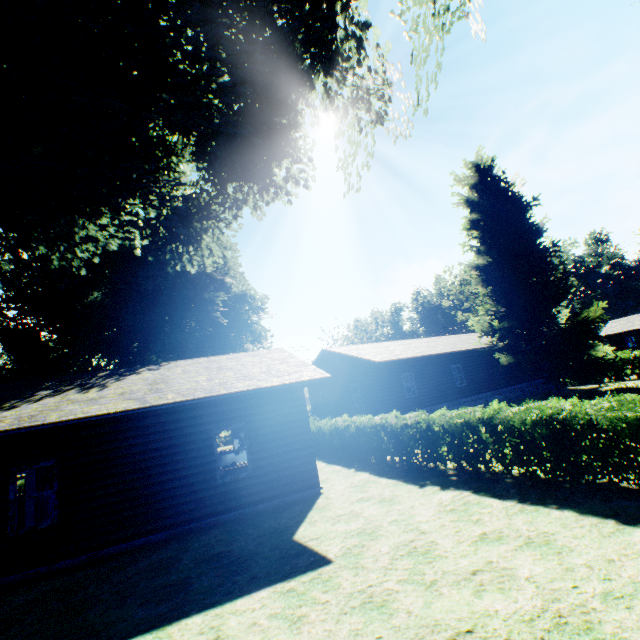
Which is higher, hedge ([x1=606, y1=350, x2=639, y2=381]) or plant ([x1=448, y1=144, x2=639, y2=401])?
plant ([x1=448, y1=144, x2=639, y2=401])

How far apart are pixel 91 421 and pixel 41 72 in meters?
8.2 m

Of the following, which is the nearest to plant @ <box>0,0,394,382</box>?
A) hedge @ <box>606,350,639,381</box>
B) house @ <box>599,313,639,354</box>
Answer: hedge @ <box>606,350,639,381</box>

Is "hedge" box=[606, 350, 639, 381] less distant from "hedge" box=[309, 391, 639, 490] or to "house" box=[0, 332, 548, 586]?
"hedge" box=[309, 391, 639, 490]

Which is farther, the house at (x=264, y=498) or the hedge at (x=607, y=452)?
the house at (x=264, y=498)

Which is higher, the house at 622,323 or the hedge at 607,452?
the house at 622,323

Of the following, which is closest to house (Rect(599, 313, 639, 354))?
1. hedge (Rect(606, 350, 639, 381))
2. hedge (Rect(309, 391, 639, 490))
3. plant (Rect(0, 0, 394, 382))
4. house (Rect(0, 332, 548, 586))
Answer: hedge (Rect(606, 350, 639, 381))

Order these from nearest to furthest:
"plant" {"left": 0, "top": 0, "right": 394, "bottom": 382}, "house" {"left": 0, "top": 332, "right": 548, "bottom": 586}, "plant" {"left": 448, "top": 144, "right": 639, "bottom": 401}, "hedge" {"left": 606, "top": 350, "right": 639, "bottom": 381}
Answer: "plant" {"left": 0, "top": 0, "right": 394, "bottom": 382}
"house" {"left": 0, "top": 332, "right": 548, "bottom": 586}
"plant" {"left": 448, "top": 144, "right": 639, "bottom": 401}
"hedge" {"left": 606, "top": 350, "right": 639, "bottom": 381}
